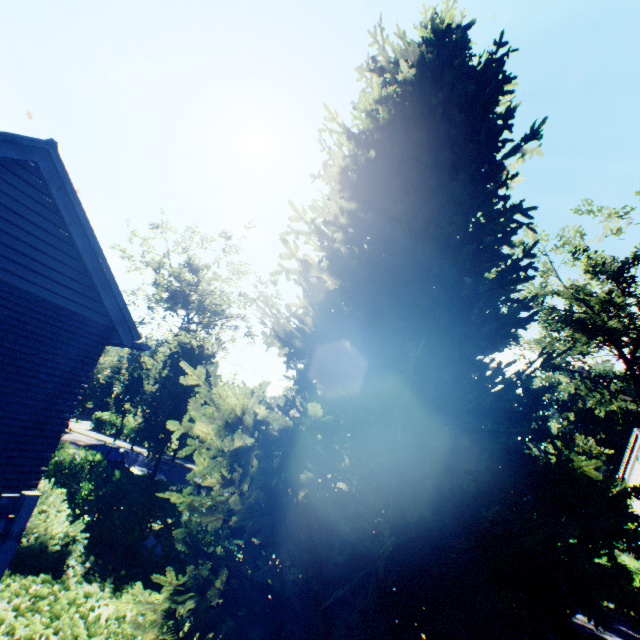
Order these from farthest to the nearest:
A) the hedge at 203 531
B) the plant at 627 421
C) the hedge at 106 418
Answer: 1. the plant at 627 421
2. the hedge at 106 418
3. the hedge at 203 531

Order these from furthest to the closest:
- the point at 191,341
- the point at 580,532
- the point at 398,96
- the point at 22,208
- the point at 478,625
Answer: the point at 191,341, the point at 398,96, the point at 22,208, the point at 580,532, the point at 478,625

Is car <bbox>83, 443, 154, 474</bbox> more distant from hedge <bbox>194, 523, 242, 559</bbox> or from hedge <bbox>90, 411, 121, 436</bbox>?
hedge <bbox>90, 411, 121, 436</bbox>

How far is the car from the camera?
13.47m

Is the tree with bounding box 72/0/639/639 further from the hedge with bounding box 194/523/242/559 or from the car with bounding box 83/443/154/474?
the hedge with bounding box 194/523/242/559

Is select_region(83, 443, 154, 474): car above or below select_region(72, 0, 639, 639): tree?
below

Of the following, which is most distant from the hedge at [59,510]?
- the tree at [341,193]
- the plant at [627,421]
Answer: the plant at [627,421]

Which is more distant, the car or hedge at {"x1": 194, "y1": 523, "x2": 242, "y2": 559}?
the car
